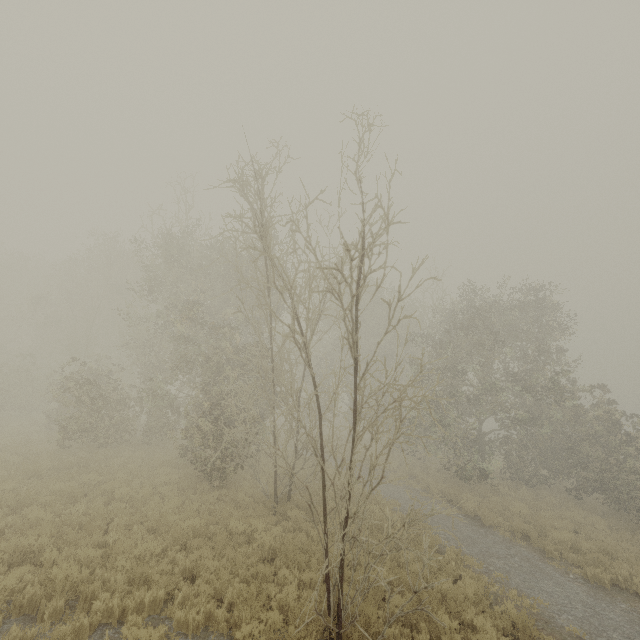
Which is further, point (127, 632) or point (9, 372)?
point (9, 372)
